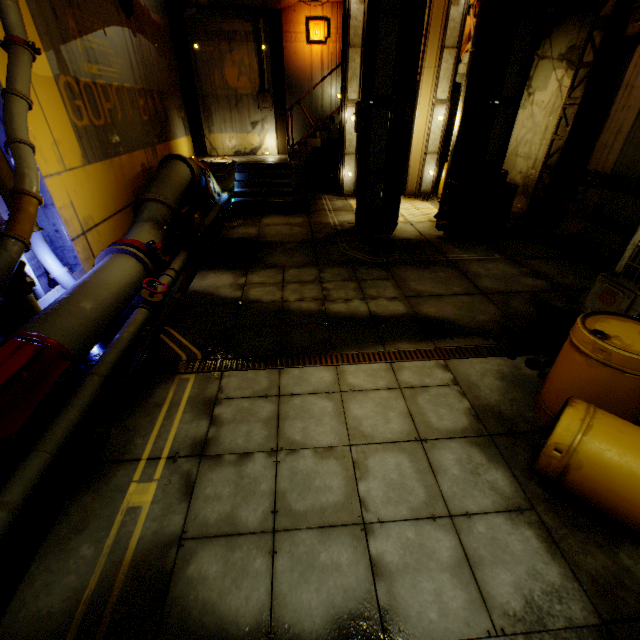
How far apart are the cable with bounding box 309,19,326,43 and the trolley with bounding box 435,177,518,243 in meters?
7.3 m

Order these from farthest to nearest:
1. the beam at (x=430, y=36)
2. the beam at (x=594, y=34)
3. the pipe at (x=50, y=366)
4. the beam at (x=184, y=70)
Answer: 1. the beam at (x=184, y=70)
2. the beam at (x=430, y=36)
3. the beam at (x=594, y=34)
4. the pipe at (x=50, y=366)

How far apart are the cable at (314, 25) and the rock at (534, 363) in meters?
12.7

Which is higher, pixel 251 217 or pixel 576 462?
pixel 576 462

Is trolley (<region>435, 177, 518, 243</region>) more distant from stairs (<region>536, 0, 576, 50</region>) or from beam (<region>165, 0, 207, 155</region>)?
beam (<region>165, 0, 207, 155</region>)

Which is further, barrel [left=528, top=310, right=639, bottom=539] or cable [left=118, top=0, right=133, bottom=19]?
cable [left=118, top=0, right=133, bottom=19]

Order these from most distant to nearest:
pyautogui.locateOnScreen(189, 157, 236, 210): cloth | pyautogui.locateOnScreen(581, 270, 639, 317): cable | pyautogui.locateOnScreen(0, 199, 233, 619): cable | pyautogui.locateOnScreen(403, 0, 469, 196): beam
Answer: pyautogui.locateOnScreen(189, 157, 236, 210): cloth, pyautogui.locateOnScreen(403, 0, 469, 196): beam, pyautogui.locateOnScreen(581, 270, 639, 317): cable, pyautogui.locateOnScreen(0, 199, 233, 619): cable

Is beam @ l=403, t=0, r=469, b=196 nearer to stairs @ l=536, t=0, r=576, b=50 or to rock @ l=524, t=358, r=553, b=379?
stairs @ l=536, t=0, r=576, b=50
